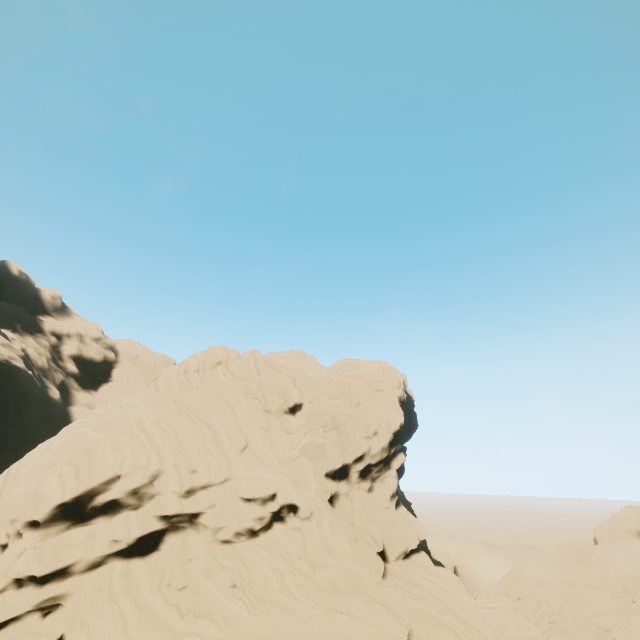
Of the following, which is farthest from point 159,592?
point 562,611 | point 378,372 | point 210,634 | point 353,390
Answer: point 562,611
